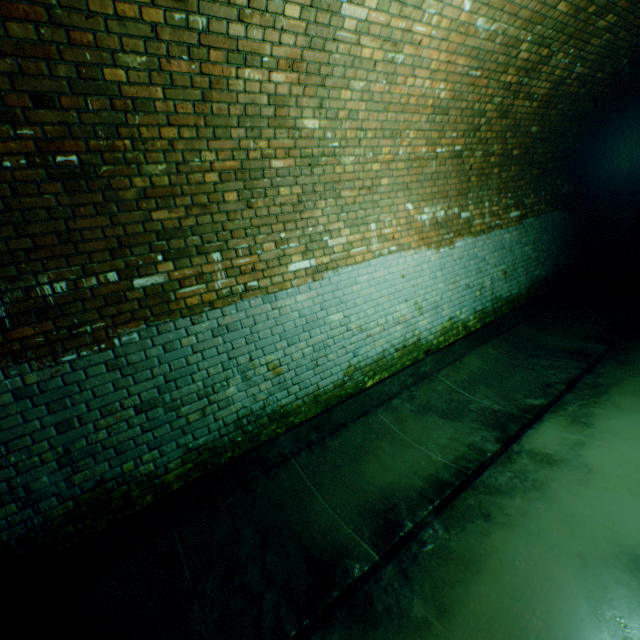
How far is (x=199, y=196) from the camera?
3.07m
